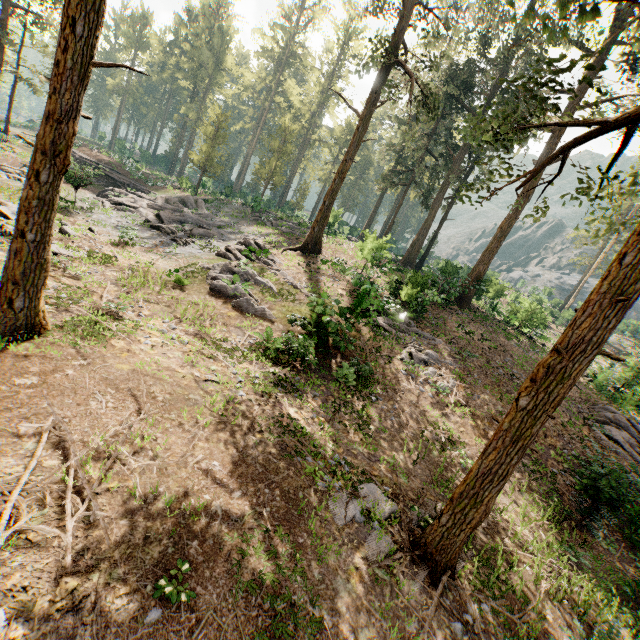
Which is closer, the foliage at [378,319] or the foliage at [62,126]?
the foliage at [62,126]

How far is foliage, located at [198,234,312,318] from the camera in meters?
15.6

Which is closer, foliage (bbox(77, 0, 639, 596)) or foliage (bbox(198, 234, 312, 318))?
foliage (bbox(77, 0, 639, 596))

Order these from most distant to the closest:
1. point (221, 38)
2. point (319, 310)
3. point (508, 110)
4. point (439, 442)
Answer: point (221, 38) → point (508, 110) → point (319, 310) → point (439, 442)

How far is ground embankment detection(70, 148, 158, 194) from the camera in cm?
2102

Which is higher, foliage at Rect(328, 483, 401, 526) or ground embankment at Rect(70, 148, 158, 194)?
ground embankment at Rect(70, 148, 158, 194)
